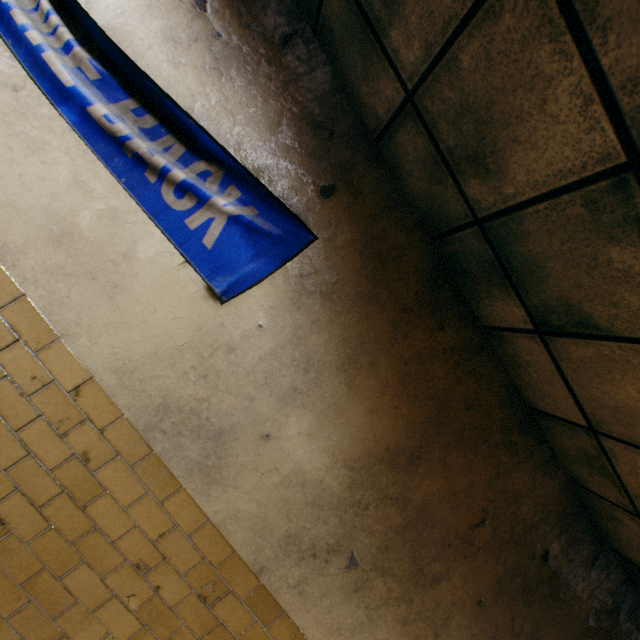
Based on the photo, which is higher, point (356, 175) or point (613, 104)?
point (613, 104)
